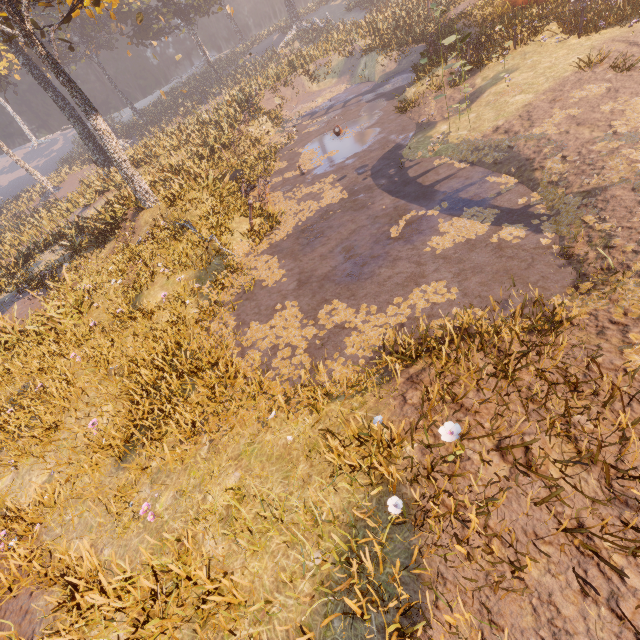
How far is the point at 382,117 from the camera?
15.1 meters

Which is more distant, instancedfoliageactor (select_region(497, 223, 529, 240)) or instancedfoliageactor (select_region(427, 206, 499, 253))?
instancedfoliageactor (select_region(427, 206, 499, 253))

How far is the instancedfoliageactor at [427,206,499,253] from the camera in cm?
689

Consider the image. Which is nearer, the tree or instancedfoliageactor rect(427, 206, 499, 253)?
instancedfoliageactor rect(427, 206, 499, 253)

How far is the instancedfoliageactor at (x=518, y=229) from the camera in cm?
632

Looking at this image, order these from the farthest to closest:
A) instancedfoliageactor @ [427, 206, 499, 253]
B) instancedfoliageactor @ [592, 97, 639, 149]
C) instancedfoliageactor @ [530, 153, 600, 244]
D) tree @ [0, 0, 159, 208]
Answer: tree @ [0, 0, 159, 208], instancedfoliageactor @ [427, 206, 499, 253], instancedfoliageactor @ [592, 97, 639, 149], instancedfoliageactor @ [530, 153, 600, 244]
